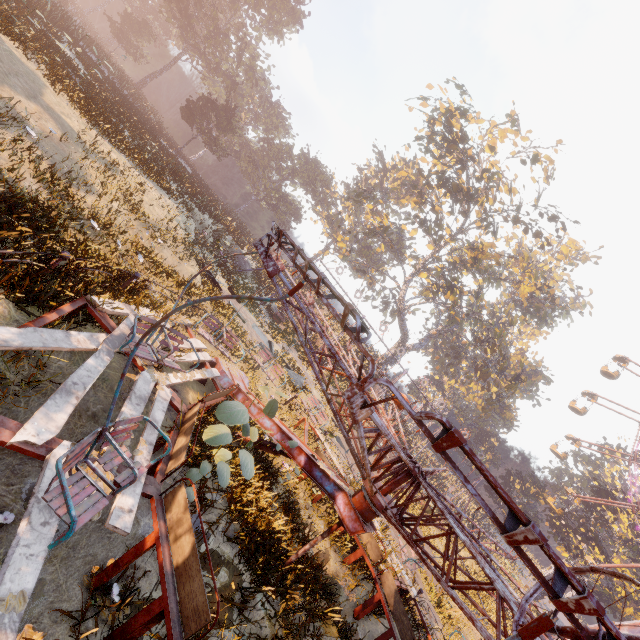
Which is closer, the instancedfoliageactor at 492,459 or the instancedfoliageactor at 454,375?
the instancedfoliageactor at 454,375

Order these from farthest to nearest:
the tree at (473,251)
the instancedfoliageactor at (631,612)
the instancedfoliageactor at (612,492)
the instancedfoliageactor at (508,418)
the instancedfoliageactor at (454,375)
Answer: the instancedfoliageactor at (454,375)
the instancedfoliageactor at (508,418)
the instancedfoliageactor at (612,492)
the instancedfoliageactor at (631,612)
the tree at (473,251)

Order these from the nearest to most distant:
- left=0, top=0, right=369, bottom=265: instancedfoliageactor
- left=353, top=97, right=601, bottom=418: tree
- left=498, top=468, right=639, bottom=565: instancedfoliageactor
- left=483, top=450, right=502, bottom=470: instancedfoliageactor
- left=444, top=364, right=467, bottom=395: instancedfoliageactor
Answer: left=0, top=0, right=369, bottom=265: instancedfoliageactor → left=353, top=97, right=601, bottom=418: tree → left=498, top=468, right=639, bottom=565: instancedfoliageactor → left=444, top=364, right=467, bottom=395: instancedfoliageactor → left=483, top=450, right=502, bottom=470: instancedfoliageactor

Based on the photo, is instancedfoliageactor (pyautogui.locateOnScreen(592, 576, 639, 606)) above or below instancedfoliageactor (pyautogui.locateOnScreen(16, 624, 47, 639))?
above

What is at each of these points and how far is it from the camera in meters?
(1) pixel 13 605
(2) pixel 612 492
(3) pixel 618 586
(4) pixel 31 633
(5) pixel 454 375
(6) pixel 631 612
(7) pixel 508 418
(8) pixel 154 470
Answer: (1) instancedfoliageactor, 2.4
(2) instancedfoliageactor, 39.5
(3) instancedfoliageactor, 31.9
(4) instancedfoliageactor, 3.3
(5) instancedfoliageactor, 58.6
(6) instancedfoliageactor, 32.6
(7) instancedfoliageactor, 54.6
(8) merry-go-round, 4.7

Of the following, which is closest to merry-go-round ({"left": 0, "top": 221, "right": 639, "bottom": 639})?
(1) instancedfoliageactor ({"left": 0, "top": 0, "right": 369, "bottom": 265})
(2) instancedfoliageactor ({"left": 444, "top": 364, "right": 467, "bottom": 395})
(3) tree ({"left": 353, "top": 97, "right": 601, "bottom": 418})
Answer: (1) instancedfoliageactor ({"left": 0, "top": 0, "right": 369, "bottom": 265})

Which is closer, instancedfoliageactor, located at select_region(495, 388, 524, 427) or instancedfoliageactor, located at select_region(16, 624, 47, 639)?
instancedfoliageactor, located at select_region(16, 624, 47, 639)

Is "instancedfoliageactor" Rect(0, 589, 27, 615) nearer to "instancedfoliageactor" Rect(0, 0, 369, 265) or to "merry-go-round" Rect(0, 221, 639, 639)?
"merry-go-round" Rect(0, 221, 639, 639)
